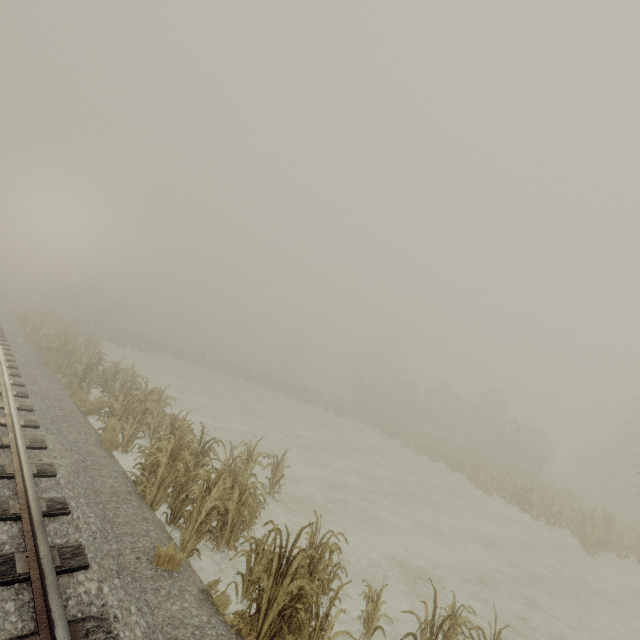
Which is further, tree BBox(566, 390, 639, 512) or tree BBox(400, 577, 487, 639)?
tree BBox(566, 390, 639, 512)

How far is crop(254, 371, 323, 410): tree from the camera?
36.0m

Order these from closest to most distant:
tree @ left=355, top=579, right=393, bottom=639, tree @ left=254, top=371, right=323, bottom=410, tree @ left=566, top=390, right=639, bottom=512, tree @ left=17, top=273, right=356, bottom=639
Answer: tree @ left=17, top=273, right=356, bottom=639
tree @ left=355, top=579, right=393, bottom=639
tree @ left=566, top=390, right=639, bottom=512
tree @ left=254, top=371, right=323, bottom=410

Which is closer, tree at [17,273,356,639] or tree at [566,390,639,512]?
tree at [17,273,356,639]

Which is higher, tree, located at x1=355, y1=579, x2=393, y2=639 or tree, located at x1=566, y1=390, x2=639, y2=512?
tree, located at x1=566, y1=390, x2=639, y2=512

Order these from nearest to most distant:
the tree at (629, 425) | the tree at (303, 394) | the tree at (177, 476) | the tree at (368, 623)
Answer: the tree at (177, 476) < the tree at (368, 623) < the tree at (629, 425) < the tree at (303, 394)

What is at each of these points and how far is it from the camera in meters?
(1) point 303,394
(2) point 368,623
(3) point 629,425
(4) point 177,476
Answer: (1) tree, 37.2
(2) tree, 5.0
(3) tree, 27.0
(4) tree, 6.8

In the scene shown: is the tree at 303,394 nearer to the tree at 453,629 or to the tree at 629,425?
the tree at 629,425
